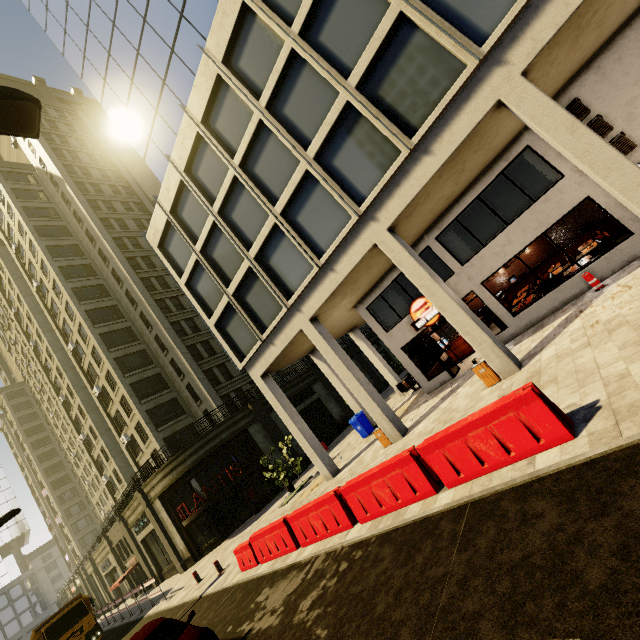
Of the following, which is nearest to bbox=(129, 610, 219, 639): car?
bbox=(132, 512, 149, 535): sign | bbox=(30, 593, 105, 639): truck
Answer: bbox=(30, 593, 105, 639): truck

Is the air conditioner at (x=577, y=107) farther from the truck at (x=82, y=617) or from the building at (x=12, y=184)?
the truck at (x=82, y=617)

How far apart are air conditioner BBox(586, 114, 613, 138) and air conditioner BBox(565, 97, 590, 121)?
0.2m

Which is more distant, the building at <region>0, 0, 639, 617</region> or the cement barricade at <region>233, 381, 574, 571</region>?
the building at <region>0, 0, 639, 617</region>

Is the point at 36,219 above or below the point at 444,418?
above

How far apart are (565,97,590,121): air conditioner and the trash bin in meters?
7.9 m

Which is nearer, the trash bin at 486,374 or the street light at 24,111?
the street light at 24,111

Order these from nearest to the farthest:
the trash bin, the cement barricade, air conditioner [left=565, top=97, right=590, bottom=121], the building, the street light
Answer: the street light
the cement barricade
the building
the trash bin
air conditioner [left=565, top=97, right=590, bottom=121]
